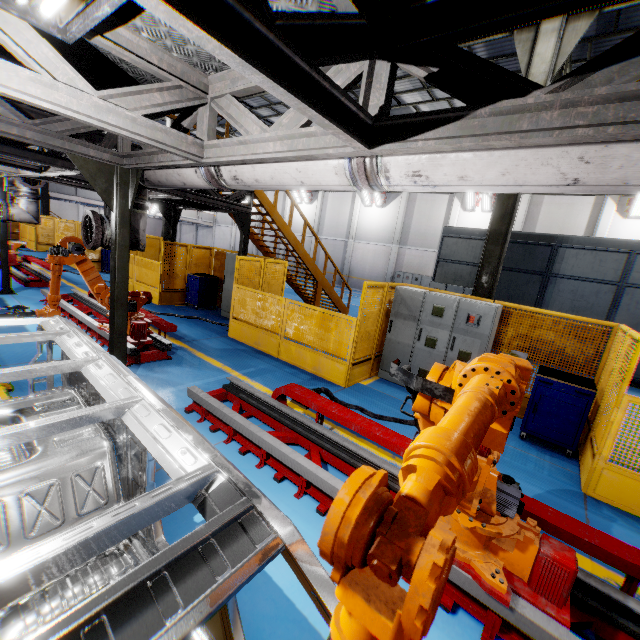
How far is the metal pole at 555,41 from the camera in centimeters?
638cm

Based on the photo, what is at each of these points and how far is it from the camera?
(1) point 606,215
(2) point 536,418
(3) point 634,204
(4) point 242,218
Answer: (1) cement column, 17.3 meters
(2) toolbox, 5.5 meters
(3) light, 16.4 meters
(4) metal pole, 8.7 meters

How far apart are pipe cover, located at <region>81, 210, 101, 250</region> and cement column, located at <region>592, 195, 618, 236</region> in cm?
2253

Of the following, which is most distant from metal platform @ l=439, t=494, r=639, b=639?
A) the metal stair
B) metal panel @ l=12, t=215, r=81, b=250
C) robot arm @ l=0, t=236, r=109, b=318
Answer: the metal stair

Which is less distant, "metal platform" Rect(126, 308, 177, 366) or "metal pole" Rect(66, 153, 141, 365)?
"metal pole" Rect(66, 153, 141, 365)

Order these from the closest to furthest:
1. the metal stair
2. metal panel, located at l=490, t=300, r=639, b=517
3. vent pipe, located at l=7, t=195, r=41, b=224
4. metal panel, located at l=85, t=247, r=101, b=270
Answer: metal panel, located at l=490, t=300, r=639, b=517
vent pipe, located at l=7, t=195, r=41, b=224
the metal stair
metal panel, located at l=85, t=247, r=101, b=270

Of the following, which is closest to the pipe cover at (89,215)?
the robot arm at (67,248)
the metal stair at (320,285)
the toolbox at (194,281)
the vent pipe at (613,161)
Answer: the vent pipe at (613,161)

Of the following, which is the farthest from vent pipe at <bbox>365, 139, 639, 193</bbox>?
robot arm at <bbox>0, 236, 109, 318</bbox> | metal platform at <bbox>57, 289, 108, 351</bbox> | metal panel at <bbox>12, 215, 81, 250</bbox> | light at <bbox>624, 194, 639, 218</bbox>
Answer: light at <bbox>624, 194, 639, 218</bbox>
